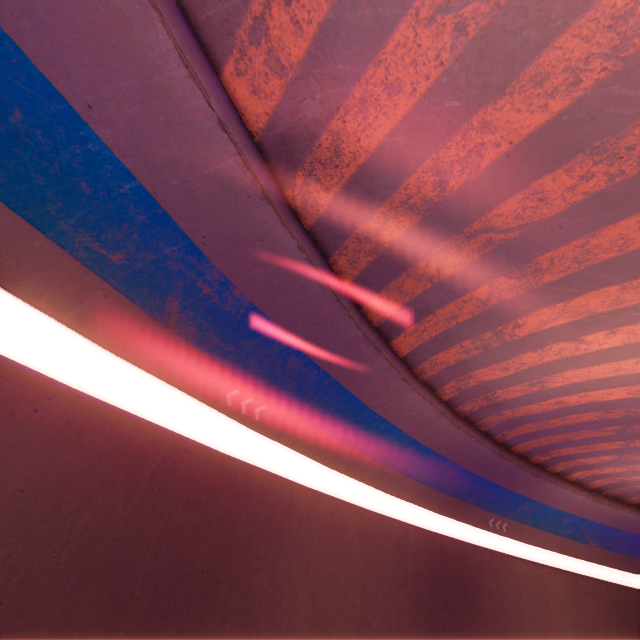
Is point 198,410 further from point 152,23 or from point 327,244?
point 152,23
